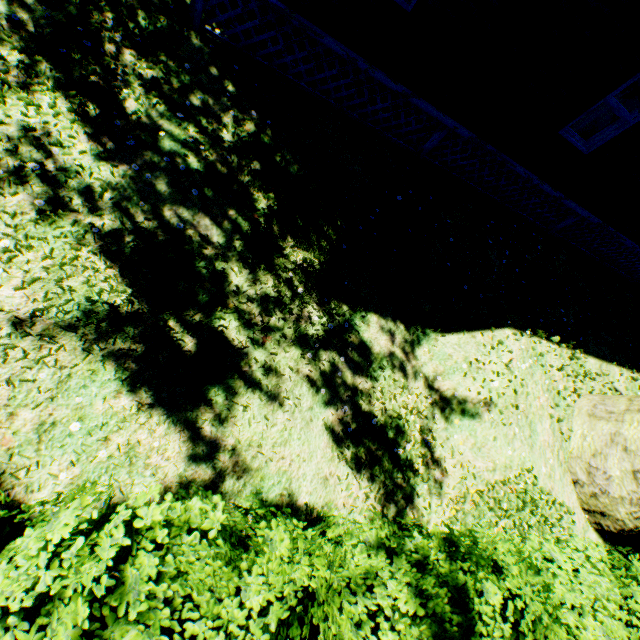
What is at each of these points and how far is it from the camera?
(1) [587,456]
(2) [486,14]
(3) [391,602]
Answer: (1) plant, 5.71m
(2) house, 4.98m
(3) hedge, 2.22m

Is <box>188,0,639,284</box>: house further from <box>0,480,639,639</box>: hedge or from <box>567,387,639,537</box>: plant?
<box>0,480,639,639</box>: hedge

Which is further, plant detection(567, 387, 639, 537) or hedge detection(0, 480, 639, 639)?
plant detection(567, 387, 639, 537)

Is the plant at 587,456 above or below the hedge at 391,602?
below

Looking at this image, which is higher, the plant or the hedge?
the hedge

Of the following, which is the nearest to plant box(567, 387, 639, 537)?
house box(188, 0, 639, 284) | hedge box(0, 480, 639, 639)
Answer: hedge box(0, 480, 639, 639)

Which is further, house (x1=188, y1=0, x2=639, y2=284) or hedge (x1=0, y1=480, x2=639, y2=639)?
house (x1=188, y1=0, x2=639, y2=284)

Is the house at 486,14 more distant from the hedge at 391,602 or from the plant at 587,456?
the hedge at 391,602
